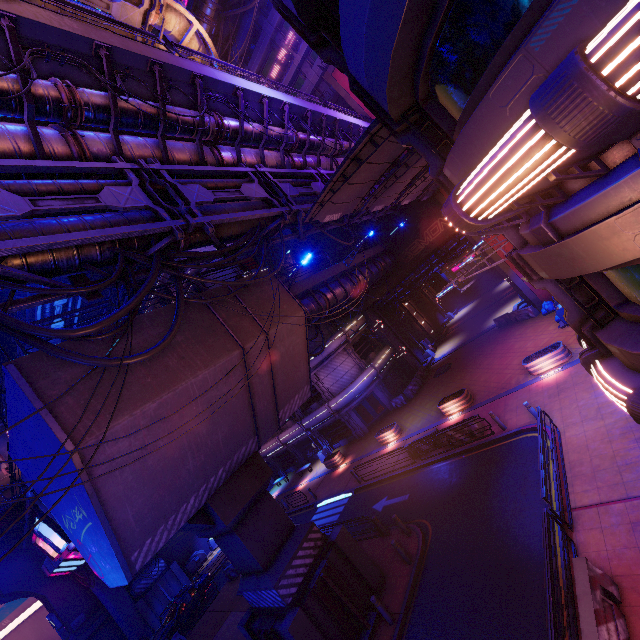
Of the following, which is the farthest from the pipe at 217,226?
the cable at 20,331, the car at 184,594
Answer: the car at 184,594

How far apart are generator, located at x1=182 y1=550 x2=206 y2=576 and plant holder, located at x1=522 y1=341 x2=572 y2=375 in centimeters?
3576cm

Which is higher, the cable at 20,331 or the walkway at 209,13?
the walkway at 209,13

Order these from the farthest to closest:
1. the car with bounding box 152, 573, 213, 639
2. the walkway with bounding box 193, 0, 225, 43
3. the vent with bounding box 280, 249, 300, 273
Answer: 1. the vent with bounding box 280, 249, 300, 273
2. the walkway with bounding box 193, 0, 225, 43
3. the car with bounding box 152, 573, 213, 639

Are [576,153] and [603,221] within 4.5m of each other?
yes

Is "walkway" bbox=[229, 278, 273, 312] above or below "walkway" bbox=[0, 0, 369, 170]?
below

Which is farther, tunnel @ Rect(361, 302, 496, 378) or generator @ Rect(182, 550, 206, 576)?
tunnel @ Rect(361, 302, 496, 378)

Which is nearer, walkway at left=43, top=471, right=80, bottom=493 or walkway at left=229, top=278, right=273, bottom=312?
walkway at left=43, top=471, right=80, bottom=493
